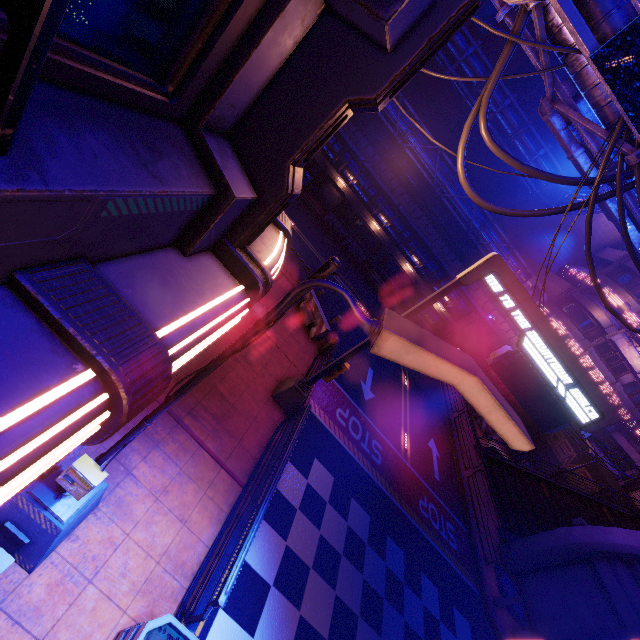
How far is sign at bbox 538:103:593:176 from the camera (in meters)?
8.83

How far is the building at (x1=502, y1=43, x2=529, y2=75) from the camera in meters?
32.2

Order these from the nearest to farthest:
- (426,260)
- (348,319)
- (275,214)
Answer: (275,214), (348,319), (426,260)

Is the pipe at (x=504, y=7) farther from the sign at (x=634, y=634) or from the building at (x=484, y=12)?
the building at (x=484, y=12)

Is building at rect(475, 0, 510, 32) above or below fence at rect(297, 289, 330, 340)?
above

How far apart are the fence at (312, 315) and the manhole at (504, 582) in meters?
12.8 m

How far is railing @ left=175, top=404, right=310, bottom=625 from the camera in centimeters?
483cm

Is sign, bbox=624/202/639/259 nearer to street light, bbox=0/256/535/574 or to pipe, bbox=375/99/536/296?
street light, bbox=0/256/535/574
